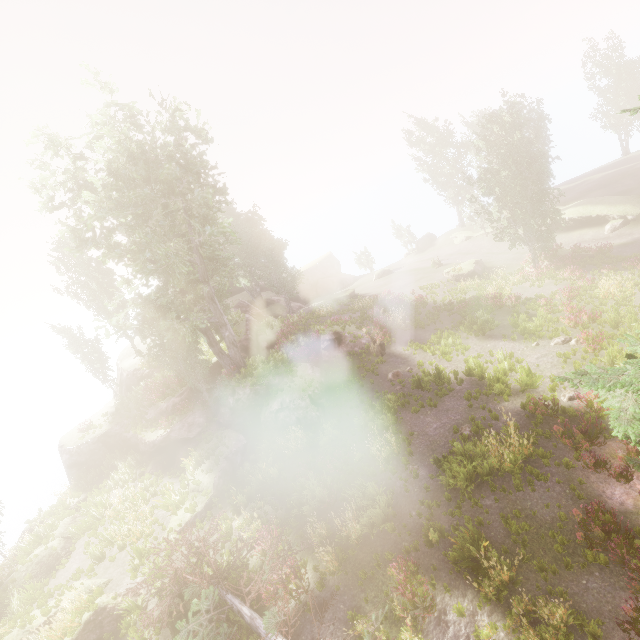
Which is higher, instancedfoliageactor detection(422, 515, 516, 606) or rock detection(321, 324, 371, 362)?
rock detection(321, 324, 371, 362)

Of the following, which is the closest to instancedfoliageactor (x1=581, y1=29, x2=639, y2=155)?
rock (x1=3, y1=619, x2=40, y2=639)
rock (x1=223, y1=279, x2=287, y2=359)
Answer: rock (x1=223, y1=279, x2=287, y2=359)

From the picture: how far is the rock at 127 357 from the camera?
30.0 meters

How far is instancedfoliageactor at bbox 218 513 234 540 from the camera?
15.0 meters

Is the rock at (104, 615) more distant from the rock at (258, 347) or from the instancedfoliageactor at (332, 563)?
the instancedfoliageactor at (332, 563)

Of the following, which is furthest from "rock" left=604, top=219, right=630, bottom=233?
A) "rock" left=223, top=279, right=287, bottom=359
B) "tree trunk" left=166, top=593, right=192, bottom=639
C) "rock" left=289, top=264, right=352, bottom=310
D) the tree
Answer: "tree trunk" left=166, top=593, right=192, bottom=639

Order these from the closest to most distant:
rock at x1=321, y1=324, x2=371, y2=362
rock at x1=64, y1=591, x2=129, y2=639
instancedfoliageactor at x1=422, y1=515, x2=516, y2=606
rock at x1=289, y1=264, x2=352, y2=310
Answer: instancedfoliageactor at x1=422, y1=515, x2=516, y2=606 → rock at x1=64, y1=591, x2=129, y2=639 → rock at x1=321, y1=324, x2=371, y2=362 → rock at x1=289, y1=264, x2=352, y2=310

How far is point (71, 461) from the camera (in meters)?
26.20
